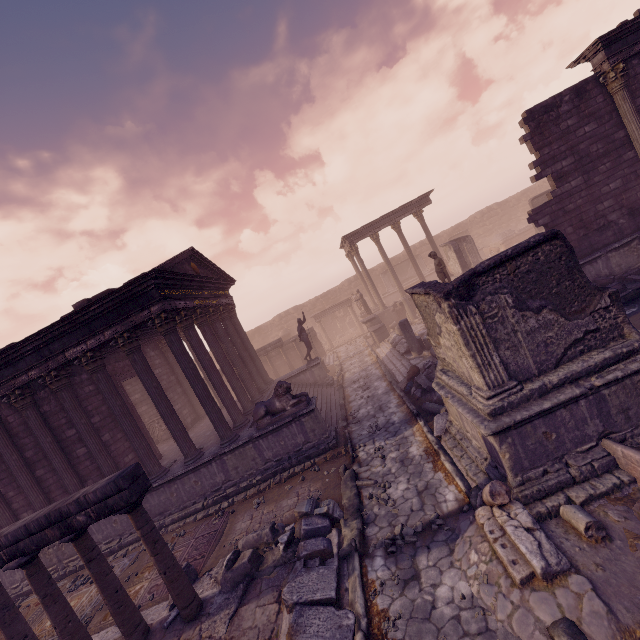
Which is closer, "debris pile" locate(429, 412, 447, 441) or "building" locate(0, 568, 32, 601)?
"debris pile" locate(429, 412, 447, 441)

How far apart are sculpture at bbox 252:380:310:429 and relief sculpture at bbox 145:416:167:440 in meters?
9.1 m

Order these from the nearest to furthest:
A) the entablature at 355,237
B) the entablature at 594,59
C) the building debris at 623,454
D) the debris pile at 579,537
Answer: the debris pile at 579,537
the building debris at 623,454
the entablature at 594,59
the entablature at 355,237

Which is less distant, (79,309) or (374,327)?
(79,309)

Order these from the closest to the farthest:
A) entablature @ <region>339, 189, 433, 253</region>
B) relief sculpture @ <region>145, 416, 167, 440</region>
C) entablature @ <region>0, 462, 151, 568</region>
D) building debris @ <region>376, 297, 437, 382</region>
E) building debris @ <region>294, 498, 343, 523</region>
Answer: entablature @ <region>0, 462, 151, 568</region> < building debris @ <region>294, 498, 343, 523</region> < building debris @ <region>376, 297, 437, 382</region> < relief sculpture @ <region>145, 416, 167, 440</region> < entablature @ <region>339, 189, 433, 253</region>

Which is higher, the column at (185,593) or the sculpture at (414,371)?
the column at (185,593)

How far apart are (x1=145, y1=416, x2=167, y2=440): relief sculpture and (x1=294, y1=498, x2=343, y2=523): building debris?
12.50m

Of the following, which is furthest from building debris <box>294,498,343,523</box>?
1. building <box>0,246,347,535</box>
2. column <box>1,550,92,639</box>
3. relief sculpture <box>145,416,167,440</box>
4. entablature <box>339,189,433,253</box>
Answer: entablature <box>339,189,433,253</box>
